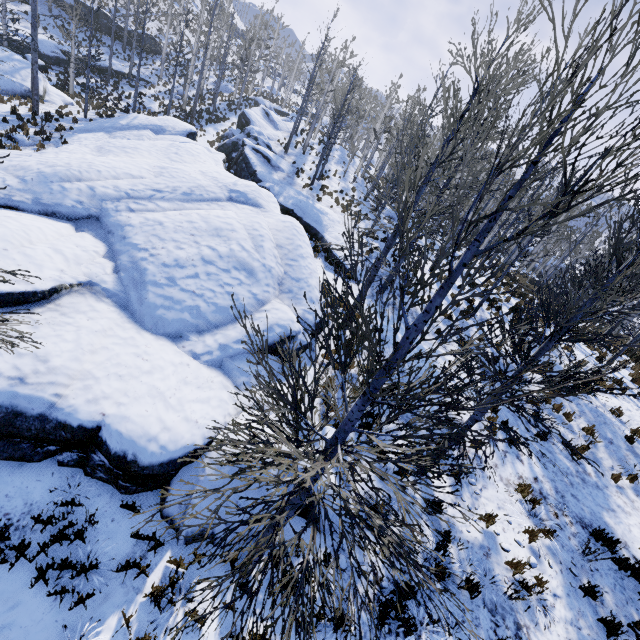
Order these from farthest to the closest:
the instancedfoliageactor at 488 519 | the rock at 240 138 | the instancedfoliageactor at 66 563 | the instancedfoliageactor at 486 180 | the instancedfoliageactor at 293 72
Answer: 1. the instancedfoliageactor at 293 72
2. the rock at 240 138
3. the instancedfoliageactor at 66 563
4. the instancedfoliageactor at 488 519
5. the instancedfoliageactor at 486 180

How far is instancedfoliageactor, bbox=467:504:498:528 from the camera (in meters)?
2.80

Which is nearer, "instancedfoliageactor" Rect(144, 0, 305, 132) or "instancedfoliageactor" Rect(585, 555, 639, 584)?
"instancedfoliageactor" Rect(585, 555, 639, 584)

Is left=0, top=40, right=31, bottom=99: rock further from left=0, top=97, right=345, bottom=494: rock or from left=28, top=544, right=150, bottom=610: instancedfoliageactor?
left=0, top=97, right=345, bottom=494: rock

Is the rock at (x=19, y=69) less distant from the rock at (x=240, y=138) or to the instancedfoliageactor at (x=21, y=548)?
the instancedfoliageactor at (x=21, y=548)

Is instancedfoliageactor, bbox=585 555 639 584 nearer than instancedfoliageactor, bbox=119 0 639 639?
No

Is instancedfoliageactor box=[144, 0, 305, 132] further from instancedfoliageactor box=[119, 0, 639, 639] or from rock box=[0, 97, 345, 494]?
instancedfoliageactor box=[119, 0, 639, 639]

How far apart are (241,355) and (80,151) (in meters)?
11.20
